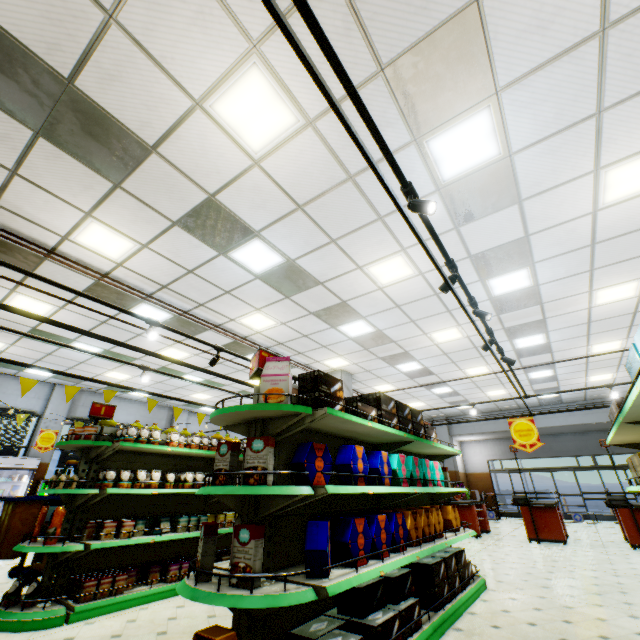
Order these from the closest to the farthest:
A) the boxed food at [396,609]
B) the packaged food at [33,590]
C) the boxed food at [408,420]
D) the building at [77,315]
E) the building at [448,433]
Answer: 1. the boxed food at [396,609]
2. the boxed food at [408,420]
3. the packaged food at [33,590]
4. the building at [77,315]
5. the building at [448,433]

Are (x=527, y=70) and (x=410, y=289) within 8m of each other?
yes

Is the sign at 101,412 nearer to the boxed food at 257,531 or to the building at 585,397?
the building at 585,397

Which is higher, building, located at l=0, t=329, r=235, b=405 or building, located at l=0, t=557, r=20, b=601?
building, located at l=0, t=329, r=235, b=405

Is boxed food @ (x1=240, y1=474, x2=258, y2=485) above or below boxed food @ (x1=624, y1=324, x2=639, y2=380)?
below

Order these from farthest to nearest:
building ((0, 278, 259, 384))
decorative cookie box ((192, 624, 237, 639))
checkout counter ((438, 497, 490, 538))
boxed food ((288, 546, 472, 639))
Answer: checkout counter ((438, 497, 490, 538))
building ((0, 278, 259, 384))
boxed food ((288, 546, 472, 639))
decorative cookie box ((192, 624, 237, 639))

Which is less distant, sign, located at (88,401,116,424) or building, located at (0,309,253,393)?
sign, located at (88,401,116,424)

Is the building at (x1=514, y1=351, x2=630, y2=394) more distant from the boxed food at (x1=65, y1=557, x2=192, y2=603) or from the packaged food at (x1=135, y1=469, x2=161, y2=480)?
the packaged food at (x1=135, y1=469, x2=161, y2=480)
